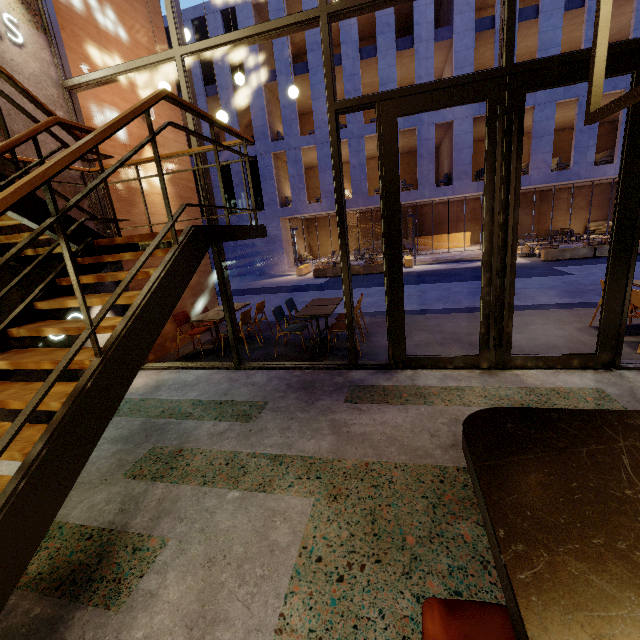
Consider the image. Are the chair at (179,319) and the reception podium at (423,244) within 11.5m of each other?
no

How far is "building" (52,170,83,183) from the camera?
4.7m

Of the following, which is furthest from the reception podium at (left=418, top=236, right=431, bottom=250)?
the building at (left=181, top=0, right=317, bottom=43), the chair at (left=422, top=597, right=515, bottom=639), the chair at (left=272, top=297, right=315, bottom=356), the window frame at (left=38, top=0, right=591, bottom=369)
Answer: the chair at (left=422, top=597, right=515, bottom=639)

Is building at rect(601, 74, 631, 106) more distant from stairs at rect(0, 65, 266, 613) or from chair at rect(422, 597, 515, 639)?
chair at rect(422, 597, 515, 639)

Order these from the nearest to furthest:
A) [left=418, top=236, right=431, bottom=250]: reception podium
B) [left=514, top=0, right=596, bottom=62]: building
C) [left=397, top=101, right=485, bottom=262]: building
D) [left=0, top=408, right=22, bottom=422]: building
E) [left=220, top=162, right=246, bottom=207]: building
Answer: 1. [left=0, top=408, right=22, bottom=422]: building
2. [left=514, top=0, right=596, bottom=62]: building
3. [left=397, top=101, right=485, bottom=262]: building
4. [left=220, top=162, right=246, bottom=207]: building
5. [left=418, top=236, right=431, bottom=250]: reception podium

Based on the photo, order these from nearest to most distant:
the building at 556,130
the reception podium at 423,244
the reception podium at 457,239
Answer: the building at 556,130
the reception podium at 457,239
the reception podium at 423,244

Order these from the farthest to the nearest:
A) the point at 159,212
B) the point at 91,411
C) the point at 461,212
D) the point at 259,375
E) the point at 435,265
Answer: the point at 461,212
the point at 435,265
the point at 159,212
the point at 259,375
the point at 91,411
